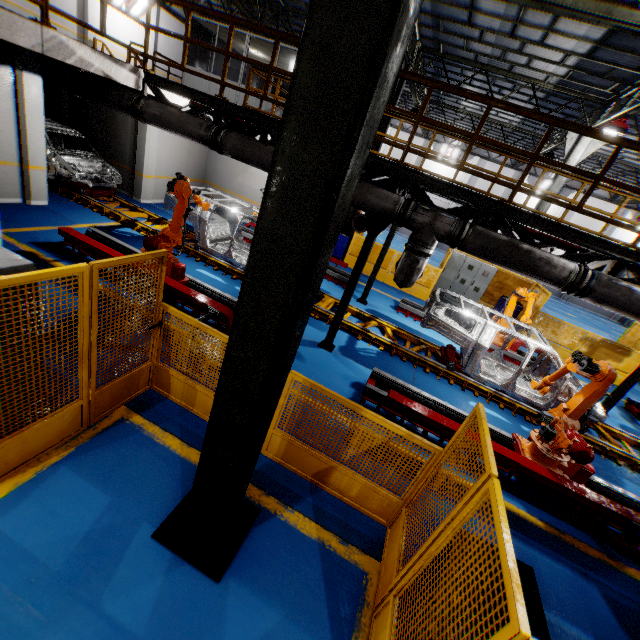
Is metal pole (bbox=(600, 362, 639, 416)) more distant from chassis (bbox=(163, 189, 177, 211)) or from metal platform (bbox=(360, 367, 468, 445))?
metal platform (bbox=(360, 367, 468, 445))

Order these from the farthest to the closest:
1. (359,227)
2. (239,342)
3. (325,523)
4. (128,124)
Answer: (128,124)
(359,227)
(325,523)
(239,342)

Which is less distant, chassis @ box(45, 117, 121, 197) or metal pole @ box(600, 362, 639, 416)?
metal pole @ box(600, 362, 639, 416)

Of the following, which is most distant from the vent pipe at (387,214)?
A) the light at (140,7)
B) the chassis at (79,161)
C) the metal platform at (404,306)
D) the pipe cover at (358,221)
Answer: the light at (140,7)

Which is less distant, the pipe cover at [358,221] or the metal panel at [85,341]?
the metal panel at [85,341]

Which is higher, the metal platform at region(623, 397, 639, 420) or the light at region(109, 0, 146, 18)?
the light at region(109, 0, 146, 18)

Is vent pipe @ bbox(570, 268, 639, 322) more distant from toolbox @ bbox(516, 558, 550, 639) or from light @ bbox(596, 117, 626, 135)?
light @ bbox(596, 117, 626, 135)

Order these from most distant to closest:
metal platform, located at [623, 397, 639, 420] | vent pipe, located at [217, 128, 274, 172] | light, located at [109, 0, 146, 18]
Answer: light, located at [109, 0, 146, 18], metal platform, located at [623, 397, 639, 420], vent pipe, located at [217, 128, 274, 172]
